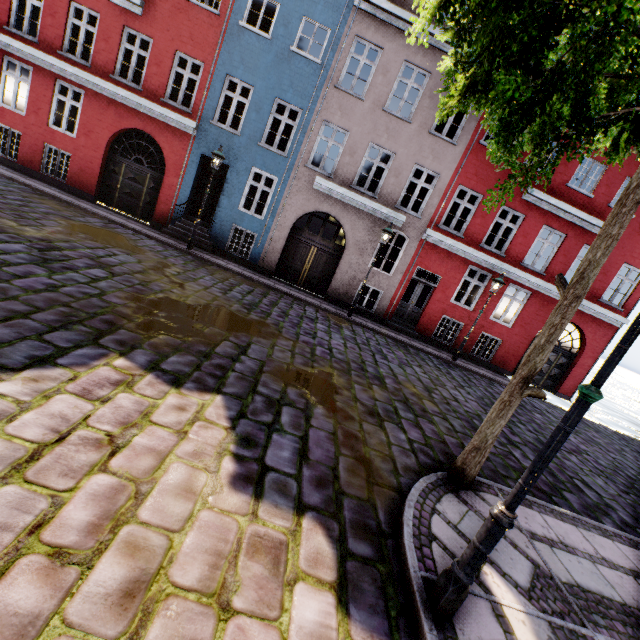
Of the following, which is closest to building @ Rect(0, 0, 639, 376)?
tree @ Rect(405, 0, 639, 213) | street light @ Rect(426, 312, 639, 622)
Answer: street light @ Rect(426, 312, 639, 622)

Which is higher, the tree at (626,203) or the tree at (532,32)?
the tree at (532,32)

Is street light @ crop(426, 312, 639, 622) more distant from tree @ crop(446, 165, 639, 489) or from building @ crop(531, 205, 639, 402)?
tree @ crop(446, 165, 639, 489)

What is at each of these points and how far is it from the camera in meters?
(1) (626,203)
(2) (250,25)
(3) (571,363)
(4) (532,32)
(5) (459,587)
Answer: (1) tree, 3.7 m
(2) building, 13.3 m
(3) building, 15.2 m
(4) tree, 3.5 m
(5) street light, 2.6 m

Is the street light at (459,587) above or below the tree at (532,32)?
below

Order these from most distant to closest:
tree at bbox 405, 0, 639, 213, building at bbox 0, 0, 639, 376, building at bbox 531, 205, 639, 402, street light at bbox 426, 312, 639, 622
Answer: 1. building at bbox 531, 205, 639, 402
2. building at bbox 0, 0, 639, 376
3. tree at bbox 405, 0, 639, 213
4. street light at bbox 426, 312, 639, 622

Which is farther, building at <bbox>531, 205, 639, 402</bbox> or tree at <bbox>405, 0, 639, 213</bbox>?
building at <bbox>531, 205, 639, 402</bbox>
